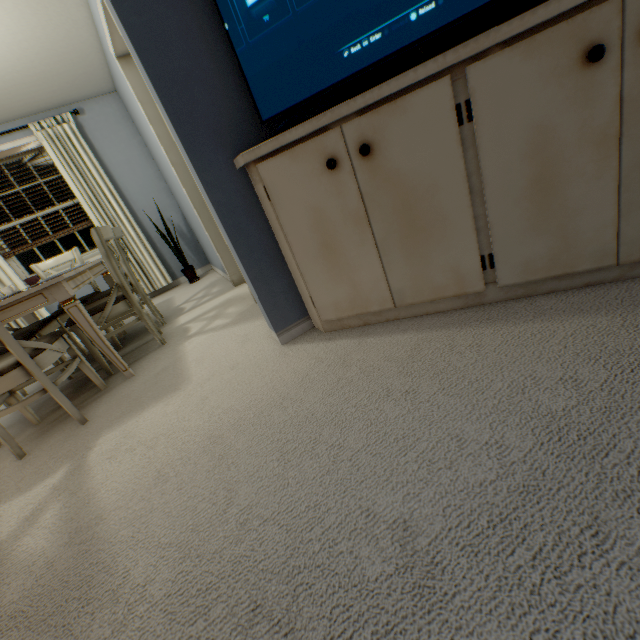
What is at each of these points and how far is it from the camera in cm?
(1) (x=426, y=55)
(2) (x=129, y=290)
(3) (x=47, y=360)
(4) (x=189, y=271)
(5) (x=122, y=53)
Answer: (1) tv shelf, 174
(2) chair, 243
(3) chair, 180
(4) plant, 454
(5) door frame, 257

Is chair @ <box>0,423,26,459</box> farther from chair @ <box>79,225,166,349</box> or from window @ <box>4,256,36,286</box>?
window @ <box>4,256,36,286</box>

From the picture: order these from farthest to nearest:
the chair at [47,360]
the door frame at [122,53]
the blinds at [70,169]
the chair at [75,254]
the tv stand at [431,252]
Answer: the blinds at [70,169] → the chair at [75,254] → the door frame at [122,53] → the chair at [47,360] → the tv stand at [431,252]

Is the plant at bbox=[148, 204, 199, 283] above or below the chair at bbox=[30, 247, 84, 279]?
below

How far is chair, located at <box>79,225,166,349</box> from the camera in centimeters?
230cm

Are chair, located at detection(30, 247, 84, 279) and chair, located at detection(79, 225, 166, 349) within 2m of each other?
yes

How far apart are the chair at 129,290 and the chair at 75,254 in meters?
0.7 m

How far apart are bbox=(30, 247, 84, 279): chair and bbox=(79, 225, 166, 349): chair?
0.7 meters
